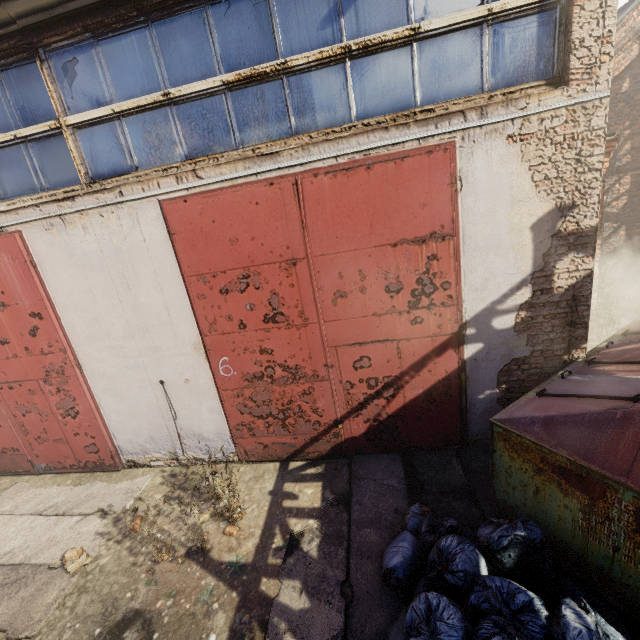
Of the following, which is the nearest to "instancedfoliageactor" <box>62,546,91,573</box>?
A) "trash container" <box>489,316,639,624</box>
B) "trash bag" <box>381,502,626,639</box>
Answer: "trash bag" <box>381,502,626,639</box>

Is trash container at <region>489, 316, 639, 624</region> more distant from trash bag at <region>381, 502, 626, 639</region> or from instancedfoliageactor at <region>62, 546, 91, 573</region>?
instancedfoliageactor at <region>62, 546, 91, 573</region>

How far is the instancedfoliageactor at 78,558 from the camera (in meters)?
4.11

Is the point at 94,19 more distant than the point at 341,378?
No

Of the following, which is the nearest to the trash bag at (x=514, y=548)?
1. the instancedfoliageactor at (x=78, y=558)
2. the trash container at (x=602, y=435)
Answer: the trash container at (x=602, y=435)

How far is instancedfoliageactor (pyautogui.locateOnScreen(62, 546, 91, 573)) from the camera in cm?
411
